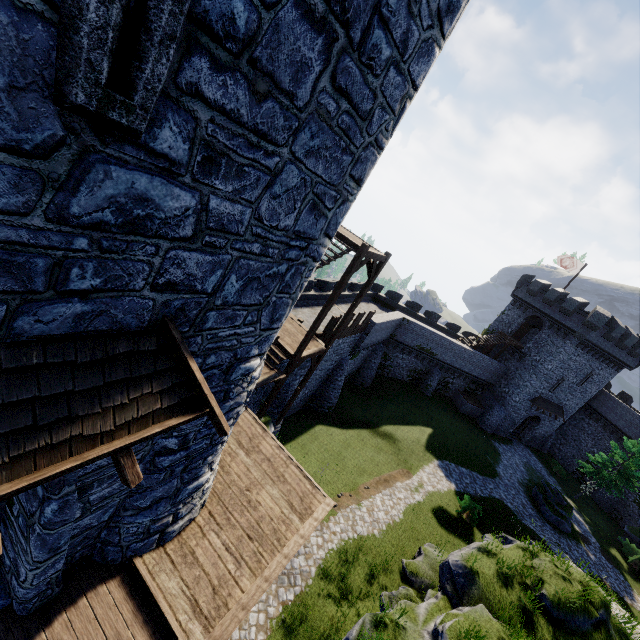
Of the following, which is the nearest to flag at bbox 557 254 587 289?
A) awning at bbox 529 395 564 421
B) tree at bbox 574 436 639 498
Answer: awning at bbox 529 395 564 421

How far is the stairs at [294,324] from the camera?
14.9m

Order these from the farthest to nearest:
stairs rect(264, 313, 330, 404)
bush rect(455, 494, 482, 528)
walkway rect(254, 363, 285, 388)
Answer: bush rect(455, 494, 482, 528) → stairs rect(264, 313, 330, 404) → walkway rect(254, 363, 285, 388)

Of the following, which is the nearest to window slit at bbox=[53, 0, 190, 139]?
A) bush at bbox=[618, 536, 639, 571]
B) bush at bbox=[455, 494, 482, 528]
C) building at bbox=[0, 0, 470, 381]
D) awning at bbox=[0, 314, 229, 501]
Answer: building at bbox=[0, 0, 470, 381]

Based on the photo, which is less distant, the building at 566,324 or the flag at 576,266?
the building at 566,324

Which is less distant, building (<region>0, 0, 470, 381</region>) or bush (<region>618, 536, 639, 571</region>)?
building (<region>0, 0, 470, 381</region>)

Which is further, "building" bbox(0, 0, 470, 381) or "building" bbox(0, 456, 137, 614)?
"building" bbox(0, 456, 137, 614)

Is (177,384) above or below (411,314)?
above
